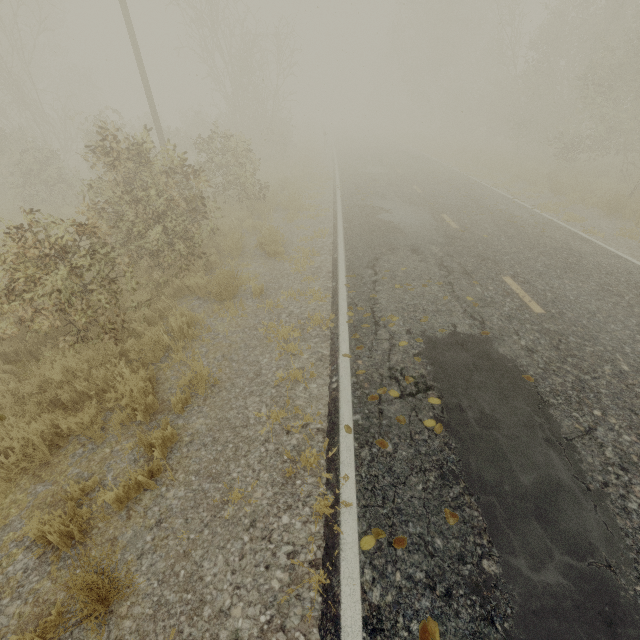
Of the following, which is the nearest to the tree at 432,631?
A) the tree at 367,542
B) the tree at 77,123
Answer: the tree at 367,542

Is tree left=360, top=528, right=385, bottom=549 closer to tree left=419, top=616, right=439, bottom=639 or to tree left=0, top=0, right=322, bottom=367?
tree left=419, top=616, right=439, bottom=639

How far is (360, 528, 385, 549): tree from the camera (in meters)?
2.96

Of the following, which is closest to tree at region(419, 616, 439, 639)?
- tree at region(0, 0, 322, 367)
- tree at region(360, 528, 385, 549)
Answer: tree at region(360, 528, 385, 549)

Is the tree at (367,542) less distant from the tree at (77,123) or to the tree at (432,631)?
the tree at (432,631)

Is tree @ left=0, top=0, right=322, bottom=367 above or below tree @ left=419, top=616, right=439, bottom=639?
above

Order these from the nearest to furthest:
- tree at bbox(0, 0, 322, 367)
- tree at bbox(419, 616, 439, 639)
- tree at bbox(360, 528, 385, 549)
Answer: tree at bbox(419, 616, 439, 639)
tree at bbox(360, 528, 385, 549)
tree at bbox(0, 0, 322, 367)

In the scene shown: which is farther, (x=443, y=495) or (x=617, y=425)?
(x=617, y=425)
